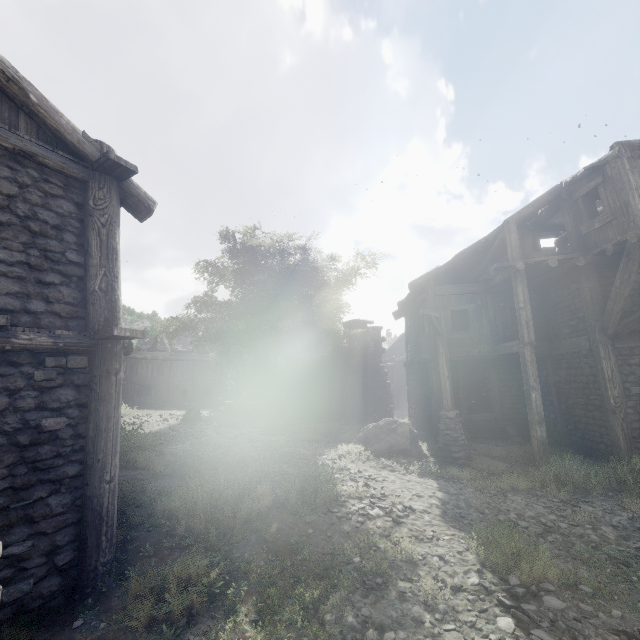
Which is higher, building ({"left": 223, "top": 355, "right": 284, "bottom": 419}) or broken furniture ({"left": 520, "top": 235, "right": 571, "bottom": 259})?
broken furniture ({"left": 520, "top": 235, "right": 571, "bottom": 259})

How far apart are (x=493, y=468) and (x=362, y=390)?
14.8m

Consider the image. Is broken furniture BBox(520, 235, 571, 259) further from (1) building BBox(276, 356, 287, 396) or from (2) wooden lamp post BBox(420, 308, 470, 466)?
(2) wooden lamp post BBox(420, 308, 470, 466)

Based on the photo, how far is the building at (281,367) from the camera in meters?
23.8

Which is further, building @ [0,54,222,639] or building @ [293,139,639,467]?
building @ [293,139,639,467]

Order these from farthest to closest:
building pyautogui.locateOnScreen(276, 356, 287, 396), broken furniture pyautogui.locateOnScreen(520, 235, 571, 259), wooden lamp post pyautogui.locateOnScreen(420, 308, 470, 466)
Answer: building pyautogui.locateOnScreen(276, 356, 287, 396), broken furniture pyautogui.locateOnScreen(520, 235, 571, 259), wooden lamp post pyautogui.locateOnScreen(420, 308, 470, 466)

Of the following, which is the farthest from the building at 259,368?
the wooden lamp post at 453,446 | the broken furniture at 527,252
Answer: the wooden lamp post at 453,446

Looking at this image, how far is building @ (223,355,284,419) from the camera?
22.3m
